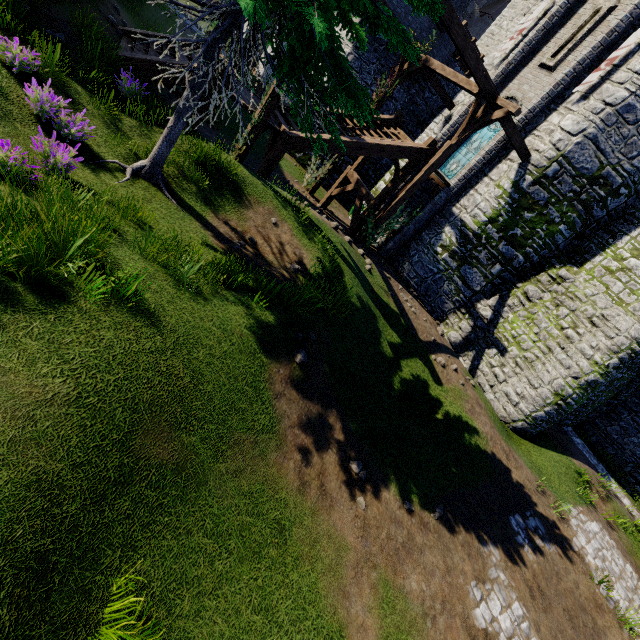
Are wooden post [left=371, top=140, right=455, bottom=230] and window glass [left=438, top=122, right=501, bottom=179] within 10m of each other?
yes

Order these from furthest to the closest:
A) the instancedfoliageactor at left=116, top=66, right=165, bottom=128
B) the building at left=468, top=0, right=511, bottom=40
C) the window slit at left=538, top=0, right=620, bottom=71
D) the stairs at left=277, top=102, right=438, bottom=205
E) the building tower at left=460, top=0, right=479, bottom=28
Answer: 1. the building at left=468, top=0, right=511, bottom=40
2. the building tower at left=460, top=0, right=479, bottom=28
3. the window slit at left=538, top=0, right=620, bottom=71
4. the stairs at left=277, top=102, right=438, bottom=205
5. the instancedfoliageactor at left=116, top=66, right=165, bottom=128

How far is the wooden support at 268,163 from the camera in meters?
11.0 m

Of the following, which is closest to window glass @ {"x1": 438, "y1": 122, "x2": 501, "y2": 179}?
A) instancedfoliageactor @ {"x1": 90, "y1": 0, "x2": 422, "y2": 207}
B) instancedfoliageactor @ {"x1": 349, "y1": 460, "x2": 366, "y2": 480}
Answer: instancedfoliageactor @ {"x1": 90, "y1": 0, "x2": 422, "y2": 207}

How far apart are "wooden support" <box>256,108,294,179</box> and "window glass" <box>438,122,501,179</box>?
8.5m

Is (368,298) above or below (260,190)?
below

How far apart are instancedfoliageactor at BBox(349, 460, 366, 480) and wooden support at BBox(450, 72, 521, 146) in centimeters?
1124cm

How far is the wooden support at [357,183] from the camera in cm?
1438
